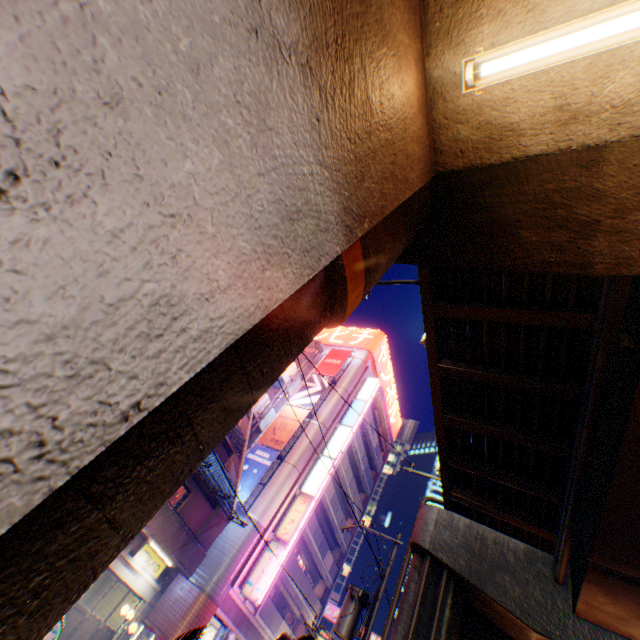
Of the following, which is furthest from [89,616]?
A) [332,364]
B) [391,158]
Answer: [332,364]

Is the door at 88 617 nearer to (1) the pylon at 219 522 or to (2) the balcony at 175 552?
(2) the balcony at 175 552

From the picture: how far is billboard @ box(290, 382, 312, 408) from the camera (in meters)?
28.88

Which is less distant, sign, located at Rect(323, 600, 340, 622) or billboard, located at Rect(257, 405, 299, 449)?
billboard, located at Rect(257, 405, 299, 449)

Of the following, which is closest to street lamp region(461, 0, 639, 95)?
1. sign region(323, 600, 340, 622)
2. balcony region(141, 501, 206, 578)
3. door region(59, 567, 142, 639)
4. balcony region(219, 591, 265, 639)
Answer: balcony region(141, 501, 206, 578)

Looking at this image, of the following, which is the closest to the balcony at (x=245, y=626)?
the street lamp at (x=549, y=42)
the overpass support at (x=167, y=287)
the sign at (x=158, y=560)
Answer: the sign at (x=158, y=560)

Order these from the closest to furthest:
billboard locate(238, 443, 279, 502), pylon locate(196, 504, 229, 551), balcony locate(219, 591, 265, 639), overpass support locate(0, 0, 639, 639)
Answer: overpass support locate(0, 0, 639, 639), pylon locate(196, 504, 229, 551), balcony locate(219, 591, 265, 639), billboard locate(238, 443, 279, 502)

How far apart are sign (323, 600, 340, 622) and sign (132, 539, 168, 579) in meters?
30.4
